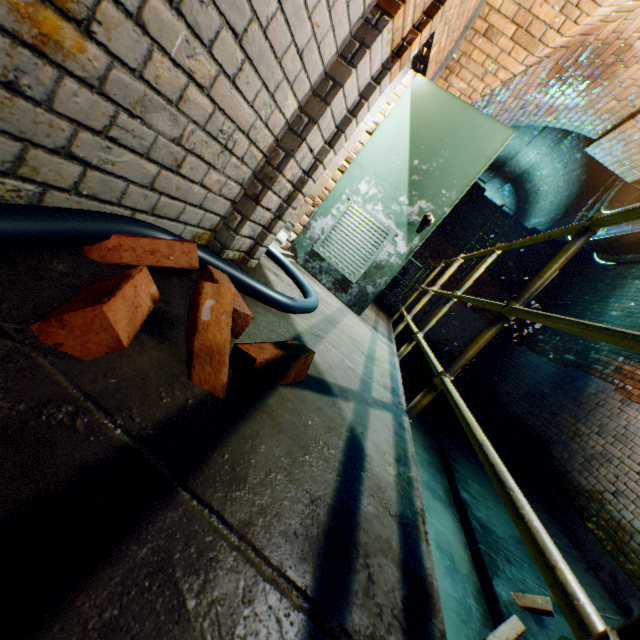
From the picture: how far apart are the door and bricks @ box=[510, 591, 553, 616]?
2.66m

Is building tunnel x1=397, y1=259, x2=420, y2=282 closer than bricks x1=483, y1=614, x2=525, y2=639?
No

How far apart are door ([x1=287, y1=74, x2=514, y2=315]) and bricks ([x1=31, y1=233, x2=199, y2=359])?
2.10m

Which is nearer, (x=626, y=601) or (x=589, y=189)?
(x=626, y=601)

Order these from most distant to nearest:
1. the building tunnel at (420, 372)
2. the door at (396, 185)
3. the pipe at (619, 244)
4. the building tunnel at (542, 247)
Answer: the building tunnel at (542, 247), the building tunnel at (420, 372), the pipe at (619, 244), the door at (396, 185)

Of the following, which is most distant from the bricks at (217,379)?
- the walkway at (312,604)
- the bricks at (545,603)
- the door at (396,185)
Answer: the bricks at (545,603)

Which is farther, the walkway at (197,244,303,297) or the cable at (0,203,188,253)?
the walkway at (197,244,303,297)
